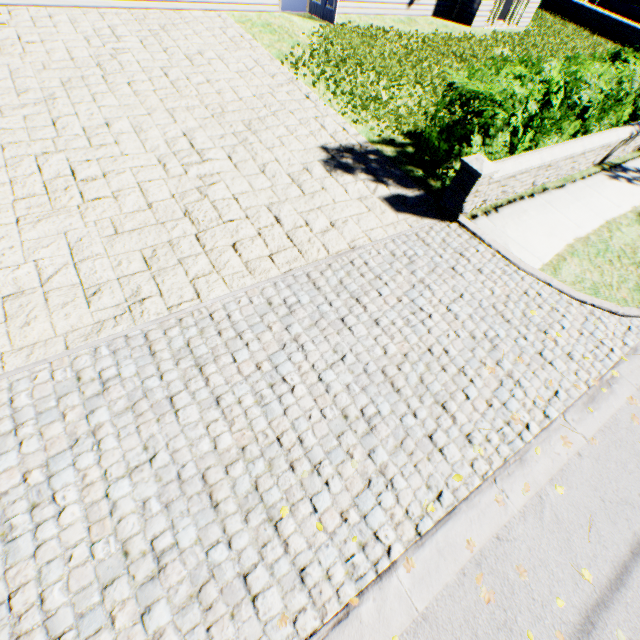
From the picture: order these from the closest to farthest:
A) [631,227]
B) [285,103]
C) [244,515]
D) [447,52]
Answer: [244,515] → [631,227] → [285,103] → [447,52]

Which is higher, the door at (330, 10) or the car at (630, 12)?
the car at (630, 12)

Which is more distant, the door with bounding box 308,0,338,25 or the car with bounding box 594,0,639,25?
the car with bounding box 594,0,639,25

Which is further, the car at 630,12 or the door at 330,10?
the car at 630,12

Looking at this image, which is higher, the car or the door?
the car
